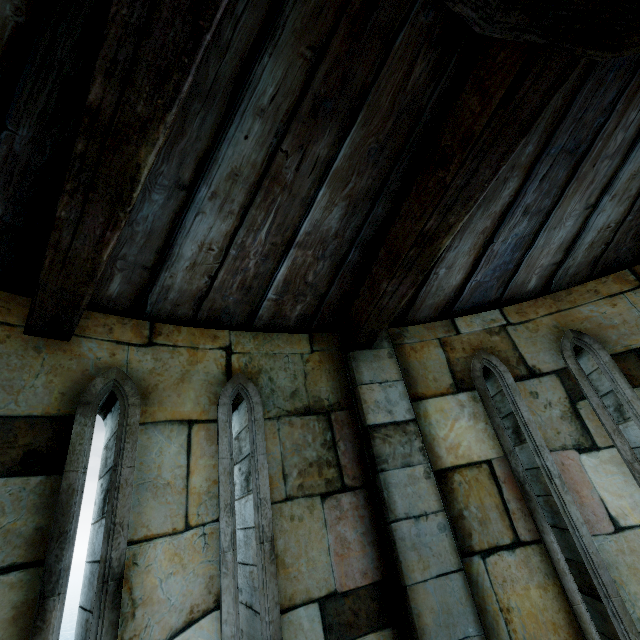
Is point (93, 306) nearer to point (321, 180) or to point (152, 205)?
point (152, 205)
